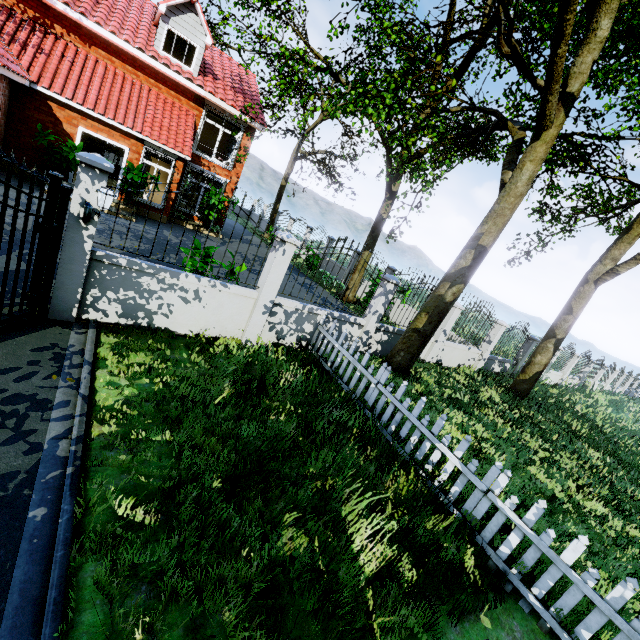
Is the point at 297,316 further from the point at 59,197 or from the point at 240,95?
the point at 240,95

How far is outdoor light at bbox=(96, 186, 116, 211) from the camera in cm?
464

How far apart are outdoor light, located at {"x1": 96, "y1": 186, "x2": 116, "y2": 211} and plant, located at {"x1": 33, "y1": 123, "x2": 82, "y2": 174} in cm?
995

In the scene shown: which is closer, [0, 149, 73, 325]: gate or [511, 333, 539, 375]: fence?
[0, 149, 73, 325]: gate

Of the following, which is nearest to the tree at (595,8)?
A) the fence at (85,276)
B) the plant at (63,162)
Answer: the fence at (85,276)

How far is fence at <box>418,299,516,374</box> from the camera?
10.64m

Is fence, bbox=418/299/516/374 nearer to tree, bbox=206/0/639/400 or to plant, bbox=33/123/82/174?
tree, bbox=206/0/639/400
